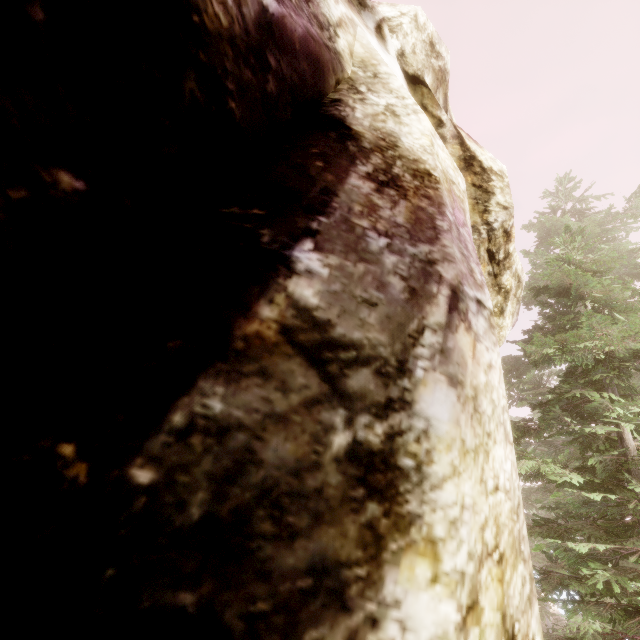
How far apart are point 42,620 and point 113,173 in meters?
1.4 m

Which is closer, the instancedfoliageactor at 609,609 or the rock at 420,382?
the rock at 420,382

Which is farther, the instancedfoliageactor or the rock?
the instancedfoliageactor
